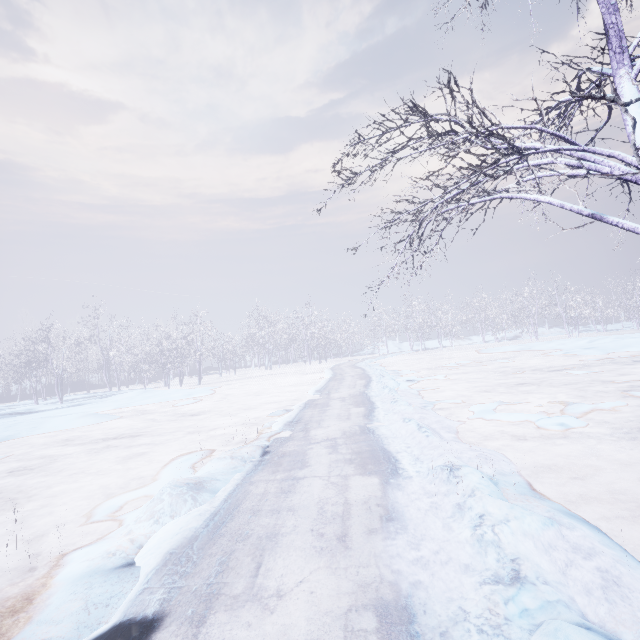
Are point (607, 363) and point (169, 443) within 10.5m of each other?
no
